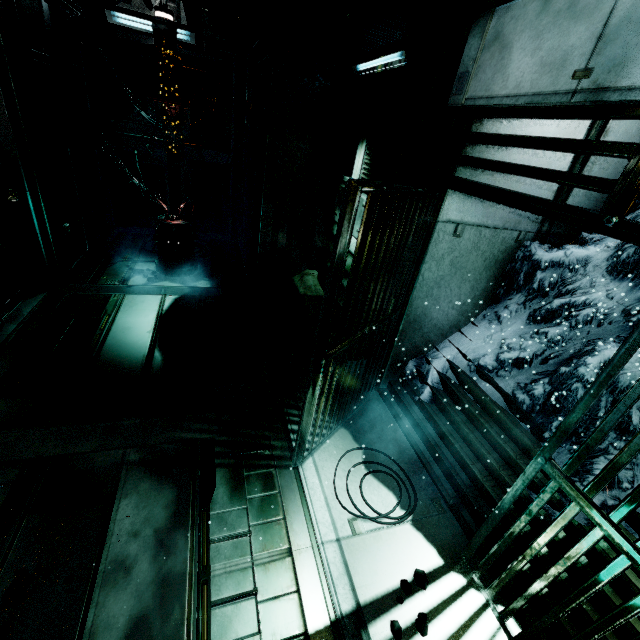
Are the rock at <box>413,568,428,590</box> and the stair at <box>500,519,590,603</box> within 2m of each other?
yes

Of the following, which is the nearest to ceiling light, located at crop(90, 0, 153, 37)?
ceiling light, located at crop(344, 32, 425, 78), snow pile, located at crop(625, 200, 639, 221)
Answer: ceiling light, located at crop(344, 32, 425, 78)

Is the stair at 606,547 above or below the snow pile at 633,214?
below

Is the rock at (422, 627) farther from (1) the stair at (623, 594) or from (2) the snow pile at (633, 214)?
(2) the snow pile at (633, 214)

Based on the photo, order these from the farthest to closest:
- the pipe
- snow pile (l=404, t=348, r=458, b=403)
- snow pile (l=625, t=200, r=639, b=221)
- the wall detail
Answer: the pipe → snow pile (l=404, t=348, r=458, b=403) → snow pile (l=625, t=200, r=639, b=221) → the wall detail

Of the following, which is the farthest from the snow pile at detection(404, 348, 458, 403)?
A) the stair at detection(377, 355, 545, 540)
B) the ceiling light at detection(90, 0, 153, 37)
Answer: the ceiling light at detection(90, 0, 153, 37)

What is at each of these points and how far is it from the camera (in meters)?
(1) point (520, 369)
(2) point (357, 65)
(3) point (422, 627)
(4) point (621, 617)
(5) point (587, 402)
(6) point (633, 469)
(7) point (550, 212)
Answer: (1) snow pile, 3.83
(2) ceiling light, 4.86
(3) rock, 2.52
(4) metal bar, 1.85
(5) metal bar, 2.01
(6) snow pile, 2.73
(7) metal bar, 2.22

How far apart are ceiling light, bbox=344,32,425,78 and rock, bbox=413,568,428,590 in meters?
5.1 m
